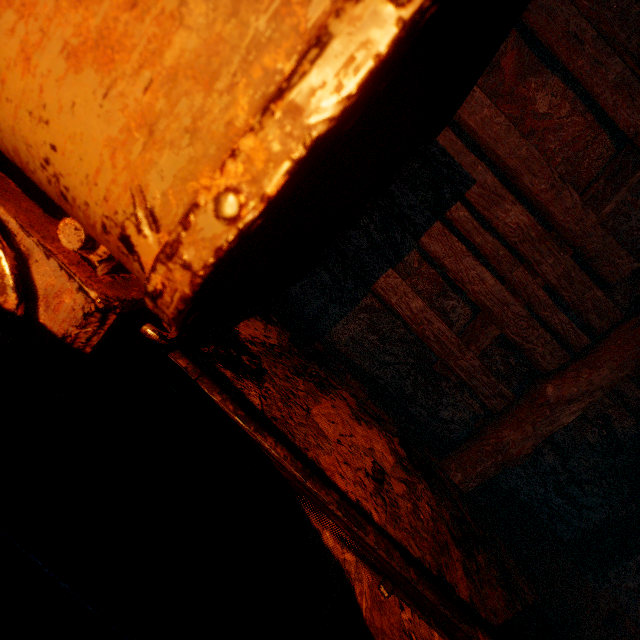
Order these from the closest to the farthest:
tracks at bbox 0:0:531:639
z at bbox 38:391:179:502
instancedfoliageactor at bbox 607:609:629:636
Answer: tracks at bbox 0:0:531:639
z at bbox 38:391:179:502
instancedfoliageactor at bbox 607:609:629:636

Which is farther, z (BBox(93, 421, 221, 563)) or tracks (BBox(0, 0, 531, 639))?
z (BBox(93, 421, 221, 563))

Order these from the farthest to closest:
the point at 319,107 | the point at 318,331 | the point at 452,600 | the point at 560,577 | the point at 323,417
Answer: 1. the point at 318,331
2. the point at 560,577
3. the point at 323,417
4. the point at 452,600
5. the point at 319,107

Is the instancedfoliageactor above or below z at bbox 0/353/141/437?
above

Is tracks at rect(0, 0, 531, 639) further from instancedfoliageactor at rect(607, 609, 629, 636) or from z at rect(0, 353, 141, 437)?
instancedfoliageactor at rect(607, 609, 629, 636)

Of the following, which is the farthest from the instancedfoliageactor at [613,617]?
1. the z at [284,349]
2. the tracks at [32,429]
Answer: the tracks at [32,429]

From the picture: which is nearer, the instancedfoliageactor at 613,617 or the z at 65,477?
the z at 65,477

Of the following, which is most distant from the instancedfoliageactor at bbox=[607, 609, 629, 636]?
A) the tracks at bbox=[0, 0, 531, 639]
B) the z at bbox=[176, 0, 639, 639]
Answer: the tracks at bbox=[0, 0, 531, 639]
